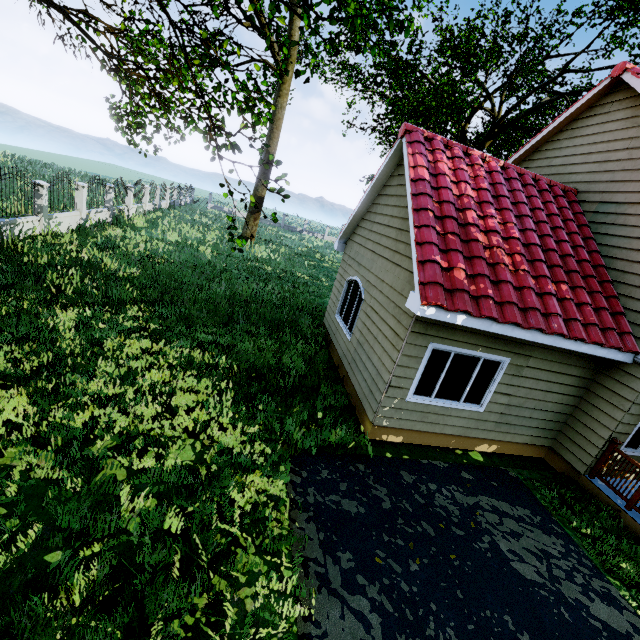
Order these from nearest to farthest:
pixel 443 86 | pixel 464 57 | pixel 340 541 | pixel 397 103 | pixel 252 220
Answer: pixel 340 541, pixel 443 86, pixel 252 220, pixel 464 57, pixel 397 103

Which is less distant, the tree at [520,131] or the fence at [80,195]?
the tree at [520,131]

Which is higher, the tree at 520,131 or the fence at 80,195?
the tree at 520,131

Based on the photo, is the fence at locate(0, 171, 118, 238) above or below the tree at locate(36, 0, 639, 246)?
below

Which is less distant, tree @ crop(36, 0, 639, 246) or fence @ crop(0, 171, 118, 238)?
tree @ crop(36, 0, 639, 246)
